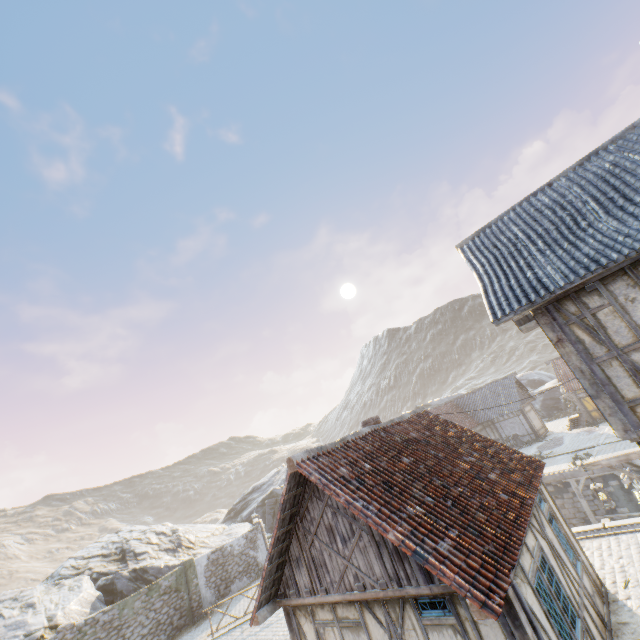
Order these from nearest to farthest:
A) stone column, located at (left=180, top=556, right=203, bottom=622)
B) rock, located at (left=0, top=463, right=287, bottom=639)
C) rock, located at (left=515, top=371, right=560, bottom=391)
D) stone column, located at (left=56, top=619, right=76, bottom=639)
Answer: stone column, located at (left=56, top=619, right=76, bottom=639)
rock, located at (left=0, top=463, right=287, bottom=639)
stone column, located at (left=180, top=556, right=203, bottom=622)
rock, located at (left=515, top=371, right=560, bottom=391)

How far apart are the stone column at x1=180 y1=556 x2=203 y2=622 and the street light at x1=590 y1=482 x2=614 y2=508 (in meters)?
22.49

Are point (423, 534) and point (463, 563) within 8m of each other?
yes

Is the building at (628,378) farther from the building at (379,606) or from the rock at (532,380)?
the rock at (532,380)

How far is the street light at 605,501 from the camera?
8.5m

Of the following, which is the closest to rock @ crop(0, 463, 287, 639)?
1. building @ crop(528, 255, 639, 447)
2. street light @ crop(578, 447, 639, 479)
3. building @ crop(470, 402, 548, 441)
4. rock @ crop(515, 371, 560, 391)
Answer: rock @ crop(515, 371, 560, 391)

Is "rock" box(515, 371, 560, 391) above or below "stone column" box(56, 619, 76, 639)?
above

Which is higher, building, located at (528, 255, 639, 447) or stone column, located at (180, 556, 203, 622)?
building, located at (528, 255, 639, 447)
